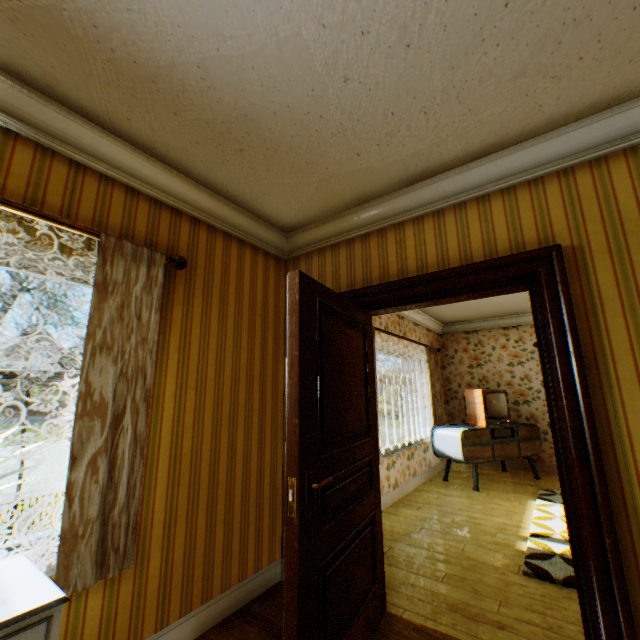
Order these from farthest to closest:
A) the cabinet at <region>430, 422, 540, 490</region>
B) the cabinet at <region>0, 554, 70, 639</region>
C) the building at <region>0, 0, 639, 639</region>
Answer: the cabinet at <region>430, 422, 540, 490</region>
the building at <region>0, 0, 639, 639</region>
the cabinet at <region>0, 554, 70, 639</region>

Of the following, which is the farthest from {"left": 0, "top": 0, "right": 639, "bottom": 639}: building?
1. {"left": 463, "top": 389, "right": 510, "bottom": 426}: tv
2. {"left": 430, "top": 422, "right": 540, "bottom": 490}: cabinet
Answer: {"left": 463, "top": 389, "right": 510, "bottom": 426}: tv

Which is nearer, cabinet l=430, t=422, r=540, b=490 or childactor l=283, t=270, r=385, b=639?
childactor l=283, t=270, r=385, b=639

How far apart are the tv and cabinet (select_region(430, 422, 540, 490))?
0.07m

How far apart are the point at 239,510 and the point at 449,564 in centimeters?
205cm

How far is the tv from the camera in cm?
575

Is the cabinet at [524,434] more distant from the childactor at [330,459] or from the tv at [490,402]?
the childactor at [330,459]

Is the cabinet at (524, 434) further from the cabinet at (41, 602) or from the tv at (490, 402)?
the cabinet at (41, 602)
